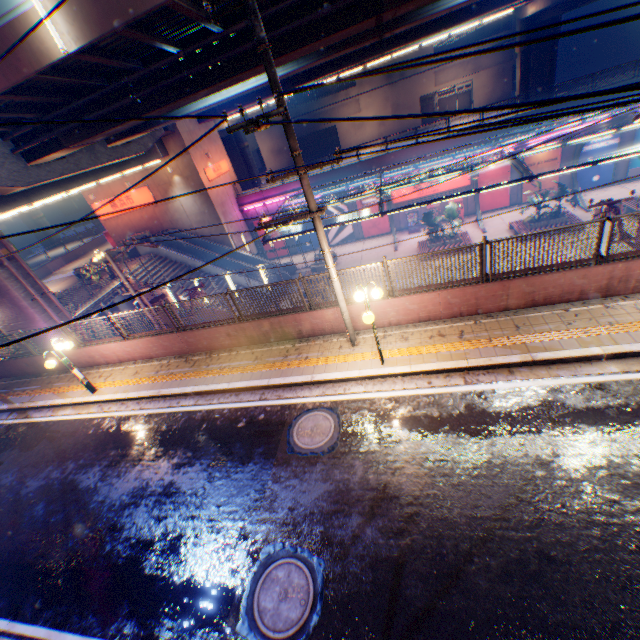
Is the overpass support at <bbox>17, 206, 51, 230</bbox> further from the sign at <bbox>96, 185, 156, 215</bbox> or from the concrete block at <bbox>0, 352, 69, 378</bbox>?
the sign at <bbox>96, 185, 156, 215</bbox>

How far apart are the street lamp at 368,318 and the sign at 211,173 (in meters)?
25.30

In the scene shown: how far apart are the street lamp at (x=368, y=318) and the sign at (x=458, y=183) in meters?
24.1 m

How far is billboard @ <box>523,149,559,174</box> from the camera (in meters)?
25.63

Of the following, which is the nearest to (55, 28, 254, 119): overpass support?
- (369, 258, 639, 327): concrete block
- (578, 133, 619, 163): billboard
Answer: (369, 258, 639, 327): concrete block

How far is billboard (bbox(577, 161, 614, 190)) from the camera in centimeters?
2556cm

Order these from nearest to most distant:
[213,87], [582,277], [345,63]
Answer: [582,277] → [213,87] → [345,63]

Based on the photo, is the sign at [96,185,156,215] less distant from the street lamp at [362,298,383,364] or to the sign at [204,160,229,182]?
the sign at [204,160,229,182]
